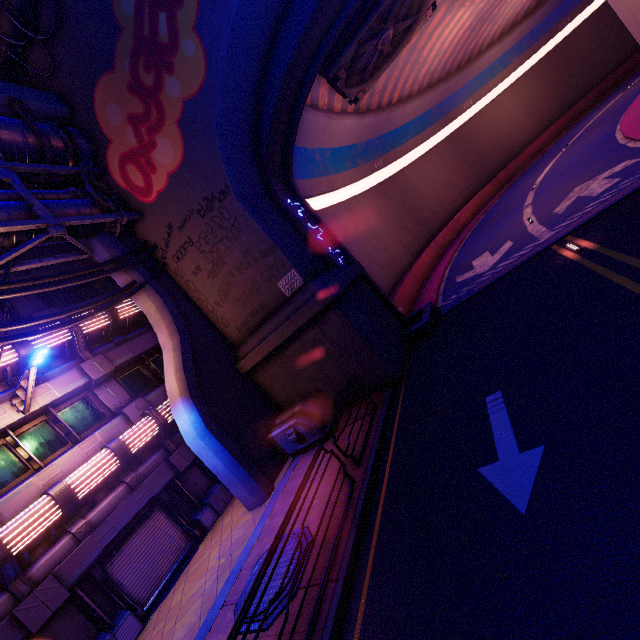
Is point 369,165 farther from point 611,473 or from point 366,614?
point 366,614

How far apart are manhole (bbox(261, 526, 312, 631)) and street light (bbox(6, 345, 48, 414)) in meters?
7.6 m

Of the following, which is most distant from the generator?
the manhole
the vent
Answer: the vent

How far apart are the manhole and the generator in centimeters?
309cm

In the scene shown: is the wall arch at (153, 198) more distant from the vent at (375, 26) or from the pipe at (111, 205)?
the vent at (375, 26)

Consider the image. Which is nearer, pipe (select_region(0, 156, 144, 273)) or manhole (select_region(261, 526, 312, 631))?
manhole (select_region(261, 526, 312, 631))

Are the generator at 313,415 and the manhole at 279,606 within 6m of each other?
yes

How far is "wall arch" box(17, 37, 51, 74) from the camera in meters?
11.5 m
